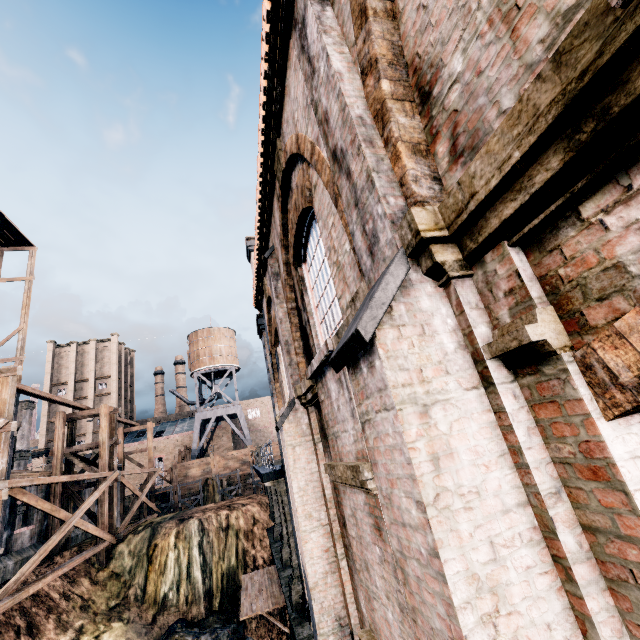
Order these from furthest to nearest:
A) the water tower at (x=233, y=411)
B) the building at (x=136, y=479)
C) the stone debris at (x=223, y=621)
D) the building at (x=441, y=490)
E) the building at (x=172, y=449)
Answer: the building at (x=172, y=449), the building at (x=136, y=479), the water tower at (x=233, y=411), the stone debris at (x=223, y=621), the building at (x=441, y=490)

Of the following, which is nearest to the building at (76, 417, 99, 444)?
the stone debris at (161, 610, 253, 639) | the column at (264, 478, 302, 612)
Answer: the stone debris at (161, 610, 253, 639)

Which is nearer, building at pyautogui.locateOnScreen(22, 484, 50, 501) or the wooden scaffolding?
the wooden scaffolding

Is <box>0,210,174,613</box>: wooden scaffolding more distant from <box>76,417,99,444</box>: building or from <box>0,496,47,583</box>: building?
A: <box>76,417,99,444</box>: building

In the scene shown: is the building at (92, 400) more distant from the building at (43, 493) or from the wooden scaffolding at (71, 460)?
the wooden scaffolding at (71, 460)

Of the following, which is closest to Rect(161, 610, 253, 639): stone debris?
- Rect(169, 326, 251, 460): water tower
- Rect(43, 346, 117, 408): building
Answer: Rect(169, 326, 251, 460): water tower

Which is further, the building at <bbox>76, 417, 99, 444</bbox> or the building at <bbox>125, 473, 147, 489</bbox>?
the building at <bbox>76, 417, 99, 444</bbox>

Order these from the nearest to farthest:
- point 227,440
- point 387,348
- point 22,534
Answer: point 387,348 → point 22,534 → point 227,440
